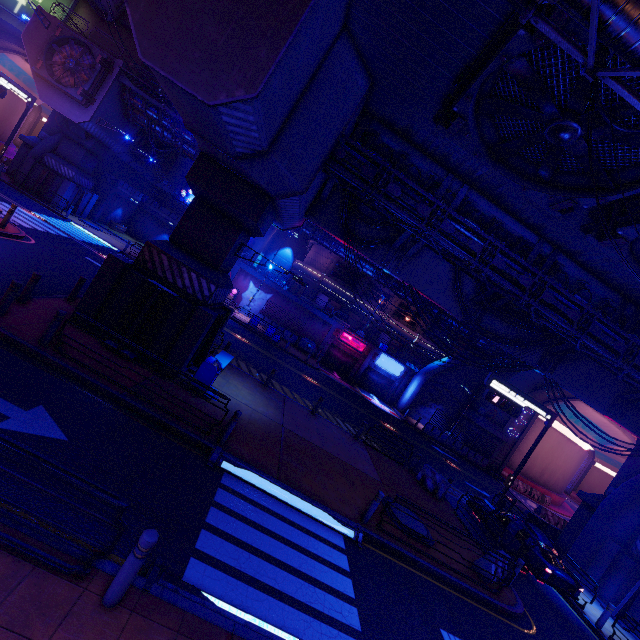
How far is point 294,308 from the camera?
35.9 meters

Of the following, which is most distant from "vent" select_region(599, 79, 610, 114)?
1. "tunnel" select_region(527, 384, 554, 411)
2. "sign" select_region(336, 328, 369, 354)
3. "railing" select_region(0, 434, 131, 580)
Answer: "sign" select_region(336, 328, 369, 354)

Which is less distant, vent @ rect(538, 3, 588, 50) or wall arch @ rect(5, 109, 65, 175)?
vent @ rect(538, 3, 588, 50)

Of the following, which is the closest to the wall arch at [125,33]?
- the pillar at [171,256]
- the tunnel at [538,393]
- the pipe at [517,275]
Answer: the pillar at [171,256]

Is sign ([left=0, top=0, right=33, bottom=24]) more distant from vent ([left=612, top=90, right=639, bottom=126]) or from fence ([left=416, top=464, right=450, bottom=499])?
fence ([left=416, top=464, right=450, bottom=499])

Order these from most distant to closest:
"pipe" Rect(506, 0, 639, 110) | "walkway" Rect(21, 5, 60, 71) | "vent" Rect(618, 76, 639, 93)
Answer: "walkway" Rect(21, 5, 60, 71) < "vent" Rect(618, 76, 639, 93) < "pipe" Rect(506, 0, 639, 110)

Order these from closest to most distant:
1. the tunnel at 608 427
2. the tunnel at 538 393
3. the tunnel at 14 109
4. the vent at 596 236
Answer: the vent at 596 236
the tunnel at 608 427
the tunnel at 538 393
the tunnel at 14 109

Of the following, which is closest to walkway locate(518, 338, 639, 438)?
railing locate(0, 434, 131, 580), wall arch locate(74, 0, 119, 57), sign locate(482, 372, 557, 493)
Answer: sign locate(482, 372, 557, 493)
